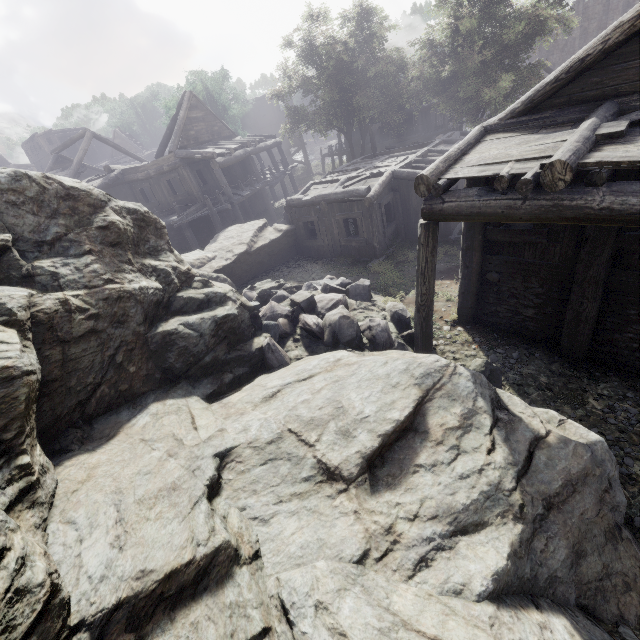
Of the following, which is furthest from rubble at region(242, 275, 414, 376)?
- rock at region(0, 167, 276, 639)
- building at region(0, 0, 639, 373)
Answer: building at region(0, 0, 639, 373)

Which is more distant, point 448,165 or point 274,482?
point 448,165

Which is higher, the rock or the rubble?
the rock

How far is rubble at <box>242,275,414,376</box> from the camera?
8.3m

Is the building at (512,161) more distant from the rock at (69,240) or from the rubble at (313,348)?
the rubble at (313,348)

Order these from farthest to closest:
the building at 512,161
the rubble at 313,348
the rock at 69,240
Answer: the rubble at 313,348
the building at 512,161
the rock at 69,240

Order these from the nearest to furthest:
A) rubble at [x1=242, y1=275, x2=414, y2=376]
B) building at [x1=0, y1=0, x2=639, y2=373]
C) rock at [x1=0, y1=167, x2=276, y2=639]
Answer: rock at [x1=0, y1=167, x2=276, y2=639] → building at [x1=0, y1=0, x2=639, y2=373] → rubble at [x1=242, y1=275, x2=414, y2=376]
